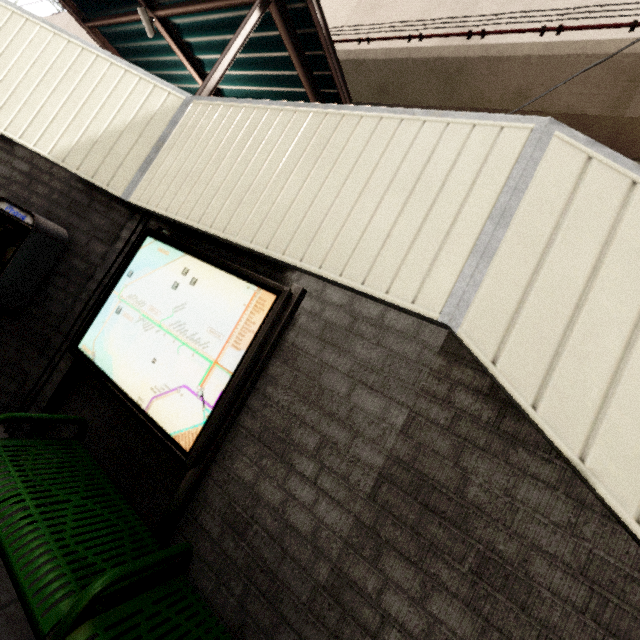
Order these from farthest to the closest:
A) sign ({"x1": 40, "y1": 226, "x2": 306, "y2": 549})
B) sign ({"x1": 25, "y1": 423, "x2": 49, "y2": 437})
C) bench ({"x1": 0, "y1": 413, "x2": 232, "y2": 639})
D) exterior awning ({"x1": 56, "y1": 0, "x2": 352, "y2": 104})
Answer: exterior awning ({"x1": 56, "y1": 0, "x2": 352, "y2": 104}) < sign ({"x1": 25, "y1": 423, "x2": 49, "y2": 437}) < sign ({"x1": 40, "y1": 226, "x2": 306, "y2": 549}) < bench ({"x1": 0, "y1": 413, "x2": 232, "y2": 639})

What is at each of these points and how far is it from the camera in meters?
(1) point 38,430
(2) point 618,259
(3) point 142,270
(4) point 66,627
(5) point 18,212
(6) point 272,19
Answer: (1) sign, 2.4 m
(2) stairs, 1.3 m
(3) sign, 2.4 m
(4) bench, 1.1 m
(5) payphone, 2.6 m
(6) exterior awning, 4.2 m

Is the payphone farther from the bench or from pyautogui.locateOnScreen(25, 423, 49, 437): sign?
the bench

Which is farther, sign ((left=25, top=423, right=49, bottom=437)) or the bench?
sign ((left=25, top=423, right=49, bottom=437))

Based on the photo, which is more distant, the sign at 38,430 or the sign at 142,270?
the sign at 38,430

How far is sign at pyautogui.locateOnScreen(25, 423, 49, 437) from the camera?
2.41m

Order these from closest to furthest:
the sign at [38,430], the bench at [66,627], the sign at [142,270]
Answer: the bench at [66,627], the sign at [142,270], the sign at [38,430]
